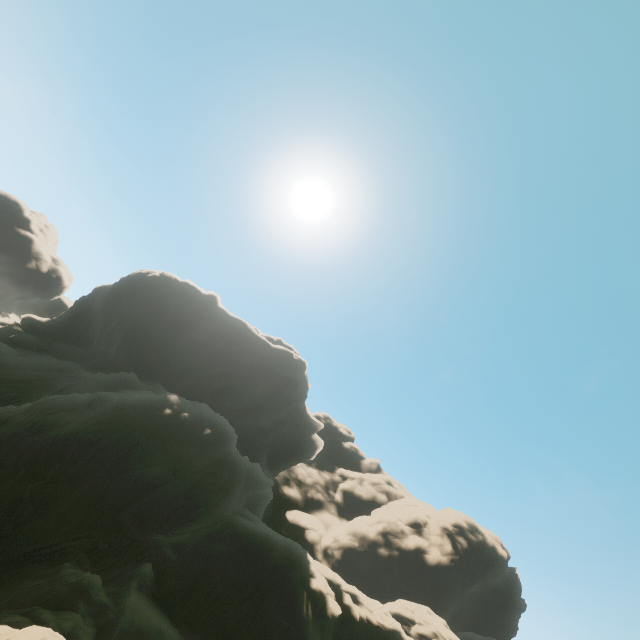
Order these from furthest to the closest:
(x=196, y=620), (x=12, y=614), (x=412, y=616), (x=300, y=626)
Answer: (x=412, y=616)
(x=300, y=626)
(x=196, y=620)
(x=12, y=614)
